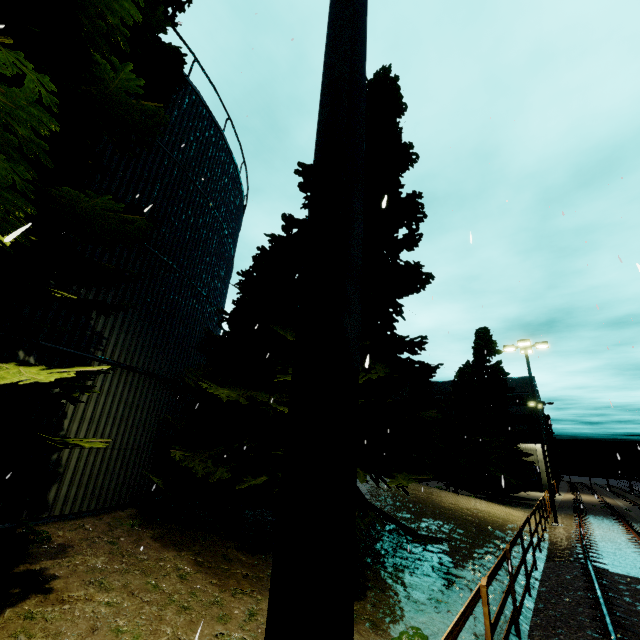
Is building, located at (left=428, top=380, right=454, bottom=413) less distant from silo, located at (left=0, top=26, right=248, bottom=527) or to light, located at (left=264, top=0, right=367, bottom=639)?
silo, located at (left=0, top=26, right=248, bottom=527)

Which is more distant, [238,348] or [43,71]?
[238,348]

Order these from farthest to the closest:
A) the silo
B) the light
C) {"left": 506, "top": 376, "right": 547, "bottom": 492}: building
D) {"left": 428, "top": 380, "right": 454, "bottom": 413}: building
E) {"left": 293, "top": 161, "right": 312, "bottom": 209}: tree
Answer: {"left": 428, "top": 380, "right": 454, "bottom": 413}: building → {"left": 506, "top": 376, "right": 547, "bottom": 492}: building → {"left": 293, "top": 161, "right": 312, "bottom": 209}: tree → the silo → the light

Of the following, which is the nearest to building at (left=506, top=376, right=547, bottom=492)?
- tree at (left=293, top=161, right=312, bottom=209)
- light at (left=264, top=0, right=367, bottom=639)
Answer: tree at (left=293, top=161, right=312, bottom=209)

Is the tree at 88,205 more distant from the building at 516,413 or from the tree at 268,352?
the building at 516,413

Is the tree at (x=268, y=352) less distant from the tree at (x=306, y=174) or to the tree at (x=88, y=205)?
the tree at (x=306, y=174)

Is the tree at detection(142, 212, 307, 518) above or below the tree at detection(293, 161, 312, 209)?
below

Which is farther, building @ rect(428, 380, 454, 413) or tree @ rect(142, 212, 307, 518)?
building @ rect(428, 380, 454, 413)
